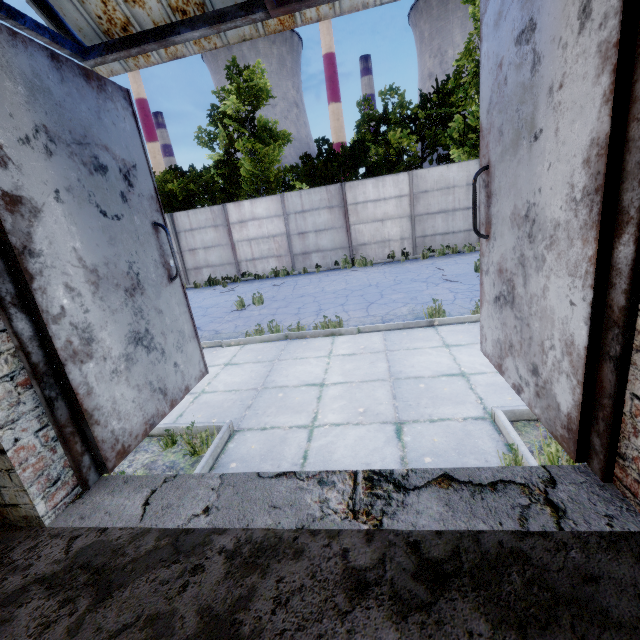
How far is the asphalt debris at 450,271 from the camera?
9.4m

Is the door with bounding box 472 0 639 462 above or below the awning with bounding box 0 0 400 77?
below

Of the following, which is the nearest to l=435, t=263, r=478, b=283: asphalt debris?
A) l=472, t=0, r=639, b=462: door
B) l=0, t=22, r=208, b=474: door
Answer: l=472, t=0, r=639, b=462: door

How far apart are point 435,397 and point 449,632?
3.3m

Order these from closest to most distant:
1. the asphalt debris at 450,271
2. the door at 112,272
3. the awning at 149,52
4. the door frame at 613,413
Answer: the door frame at 613,413
the door at 112,272
the awning at 149,52
the asphalt debris at 450,271

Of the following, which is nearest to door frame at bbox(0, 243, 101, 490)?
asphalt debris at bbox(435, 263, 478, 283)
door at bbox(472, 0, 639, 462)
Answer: door at bbox(472, 0, 639, 462)

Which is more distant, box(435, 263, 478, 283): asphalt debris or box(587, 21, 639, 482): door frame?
box(435, 263, 478, 283): asphalt debris

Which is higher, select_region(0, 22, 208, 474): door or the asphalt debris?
select_region(0, 22, 208, 474): door
